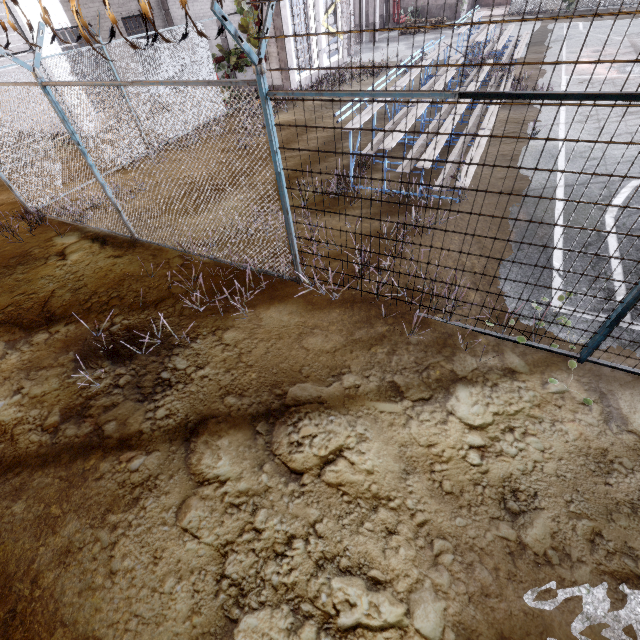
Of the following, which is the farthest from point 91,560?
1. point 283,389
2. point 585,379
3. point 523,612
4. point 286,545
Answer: point 585,379

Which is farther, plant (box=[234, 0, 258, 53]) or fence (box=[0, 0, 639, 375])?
plant (box=[234, 0, 258, 53])

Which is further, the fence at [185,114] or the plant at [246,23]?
the plant at [246,23]
